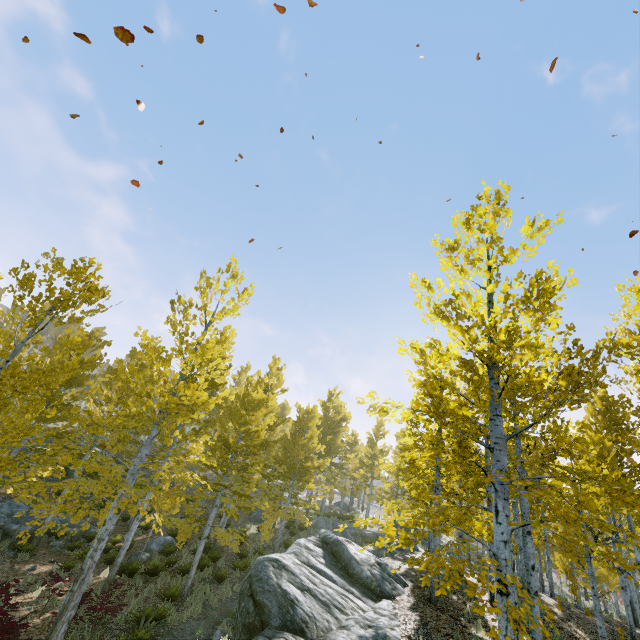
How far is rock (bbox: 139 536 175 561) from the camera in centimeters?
1627cm

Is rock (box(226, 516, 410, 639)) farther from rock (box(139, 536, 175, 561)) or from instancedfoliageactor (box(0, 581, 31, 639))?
rock (box(139, 536, 175, 561))

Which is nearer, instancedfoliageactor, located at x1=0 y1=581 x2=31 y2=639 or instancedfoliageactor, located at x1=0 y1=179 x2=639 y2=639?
instancedfoliageactor, located at x1=0 y1=179 x2=639 y2=639

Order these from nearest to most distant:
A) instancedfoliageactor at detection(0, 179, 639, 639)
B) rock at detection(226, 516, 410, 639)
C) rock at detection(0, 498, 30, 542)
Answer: instancedfoliageactor at detection(0, 179, 639, 639), rock at detection(226, 516, 410, 639), rock at detection(0, 498, 30, 542)

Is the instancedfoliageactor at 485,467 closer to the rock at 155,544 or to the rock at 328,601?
the rock at 328,601

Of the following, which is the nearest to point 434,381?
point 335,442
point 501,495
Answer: point 501,495

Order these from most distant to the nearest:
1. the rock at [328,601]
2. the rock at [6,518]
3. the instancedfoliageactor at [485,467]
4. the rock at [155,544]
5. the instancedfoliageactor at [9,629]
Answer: the rock at [155,544]
the rock at [6,518]
the rock at [328,601]
the instancedfoliageactor at [9,629]
the instancedfoliageactor at [485,467]
